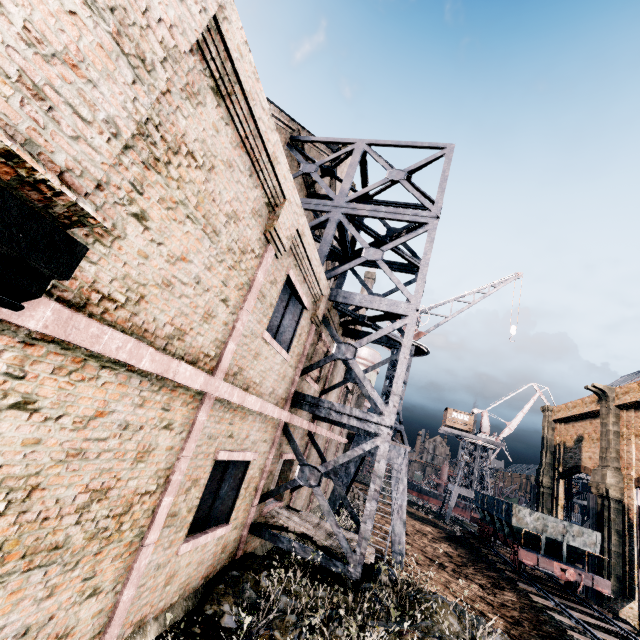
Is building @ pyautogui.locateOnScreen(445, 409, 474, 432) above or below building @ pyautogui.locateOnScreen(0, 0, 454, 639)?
above

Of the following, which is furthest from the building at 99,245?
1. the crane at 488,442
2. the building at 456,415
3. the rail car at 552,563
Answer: the building at 456,415

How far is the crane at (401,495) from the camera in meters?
15.1 m

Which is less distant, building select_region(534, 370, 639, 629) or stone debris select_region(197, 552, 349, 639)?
stone debris select_region(197, 552, 349, 639)

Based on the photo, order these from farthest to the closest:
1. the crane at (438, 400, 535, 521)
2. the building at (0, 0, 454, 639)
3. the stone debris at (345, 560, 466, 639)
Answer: the crane at (438, 400, 535, 521) < the stone debris at (345, 560, 466, 639) < the building at (0, 0, 454, 639)

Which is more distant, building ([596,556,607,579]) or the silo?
the silo

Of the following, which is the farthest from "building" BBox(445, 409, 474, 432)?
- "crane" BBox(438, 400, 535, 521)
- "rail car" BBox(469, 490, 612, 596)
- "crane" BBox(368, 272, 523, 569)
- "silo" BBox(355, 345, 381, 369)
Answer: → "crane" BBox(368, 272, 523, 569)

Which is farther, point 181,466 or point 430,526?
point 430,526
